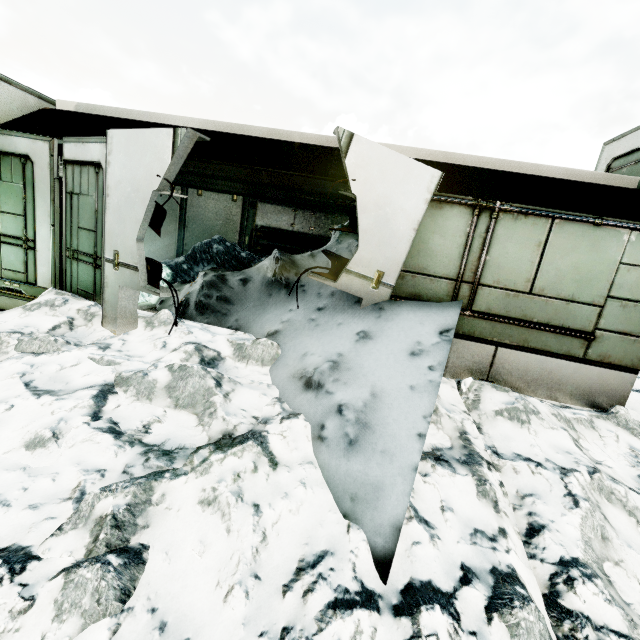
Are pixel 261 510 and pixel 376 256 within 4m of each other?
yes

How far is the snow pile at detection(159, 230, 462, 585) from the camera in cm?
249

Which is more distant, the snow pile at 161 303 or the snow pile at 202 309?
the snow pile at 161 303

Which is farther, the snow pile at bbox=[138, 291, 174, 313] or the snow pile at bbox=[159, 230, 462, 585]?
the snow pile at bbox=[138, 291, 174, 313]

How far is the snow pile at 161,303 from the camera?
6.31m
